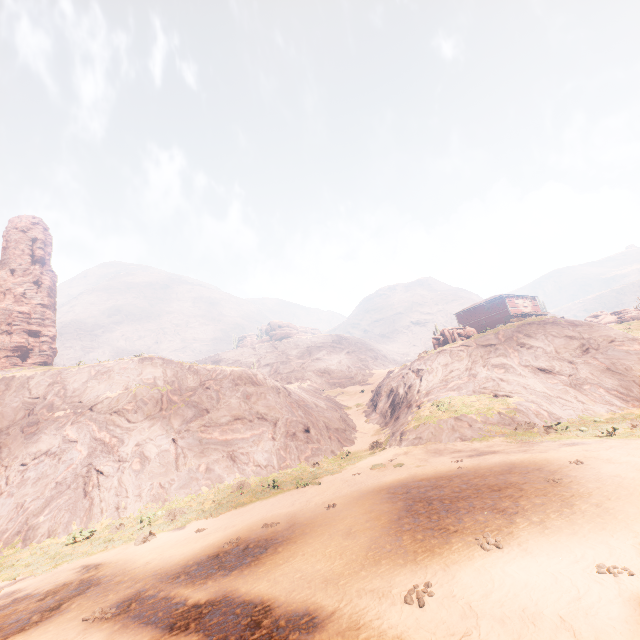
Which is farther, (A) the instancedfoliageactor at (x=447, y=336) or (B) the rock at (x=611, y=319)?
(B) the rock at (x=611, y=319)

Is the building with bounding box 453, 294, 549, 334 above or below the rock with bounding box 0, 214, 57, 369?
below

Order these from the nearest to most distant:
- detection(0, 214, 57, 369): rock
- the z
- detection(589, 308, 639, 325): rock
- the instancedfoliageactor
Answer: the z
the instancedfoliageactor
detection(0, 214, 57, 369): rock
detection(589, 308, 639, 325): rock

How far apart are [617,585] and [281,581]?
7.0 meters

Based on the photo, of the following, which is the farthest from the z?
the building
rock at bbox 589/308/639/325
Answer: rock at bbox 589/308/639/325

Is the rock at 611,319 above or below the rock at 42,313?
below

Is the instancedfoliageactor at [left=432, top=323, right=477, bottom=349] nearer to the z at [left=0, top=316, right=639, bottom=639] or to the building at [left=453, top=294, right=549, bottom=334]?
the z at [left=0, top=316, right=639, bottom=639]

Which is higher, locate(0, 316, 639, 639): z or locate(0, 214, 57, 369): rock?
locate(0, 214, 57, 369): rock
